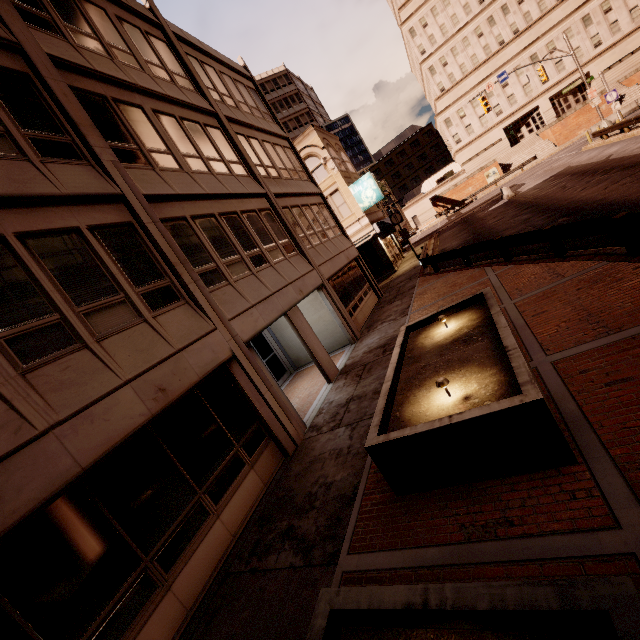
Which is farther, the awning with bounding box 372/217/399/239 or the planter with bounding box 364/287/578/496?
the awning with bounding box 372/217/399/239

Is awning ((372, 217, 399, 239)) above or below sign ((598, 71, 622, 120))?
above

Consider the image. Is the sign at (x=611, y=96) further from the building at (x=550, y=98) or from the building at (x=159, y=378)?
the building at (x=550, y=98)

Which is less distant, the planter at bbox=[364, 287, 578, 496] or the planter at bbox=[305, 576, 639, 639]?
the planter at bbox=[305, 576, 639, 639]

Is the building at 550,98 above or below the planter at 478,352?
above

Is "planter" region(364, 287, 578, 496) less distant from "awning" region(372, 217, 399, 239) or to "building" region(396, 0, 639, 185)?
"awning" region(372, 217, 399, 239)

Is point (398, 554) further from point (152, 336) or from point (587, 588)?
point (152, 336)

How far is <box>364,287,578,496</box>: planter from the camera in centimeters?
401cm
